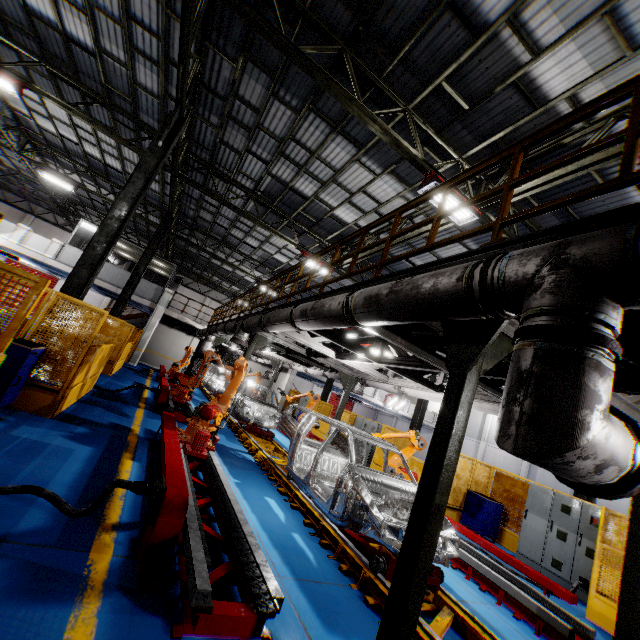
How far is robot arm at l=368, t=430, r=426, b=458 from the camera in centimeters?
A: 929cm

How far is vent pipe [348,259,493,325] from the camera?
2.6 meters

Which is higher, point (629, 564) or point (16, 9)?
point (16, 9)

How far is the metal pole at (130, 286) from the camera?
15.1 meters

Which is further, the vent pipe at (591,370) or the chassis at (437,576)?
the chassis at (437,576)

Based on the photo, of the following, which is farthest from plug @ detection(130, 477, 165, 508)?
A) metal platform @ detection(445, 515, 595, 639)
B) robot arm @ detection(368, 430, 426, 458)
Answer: metal platform @ detection(445, 515, 595, 639)

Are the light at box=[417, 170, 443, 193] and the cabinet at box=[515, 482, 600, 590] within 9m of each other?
yes

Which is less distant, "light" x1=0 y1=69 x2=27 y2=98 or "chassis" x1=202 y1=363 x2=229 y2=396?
"light" x1=0 y1=69 x2=27 y2=98
